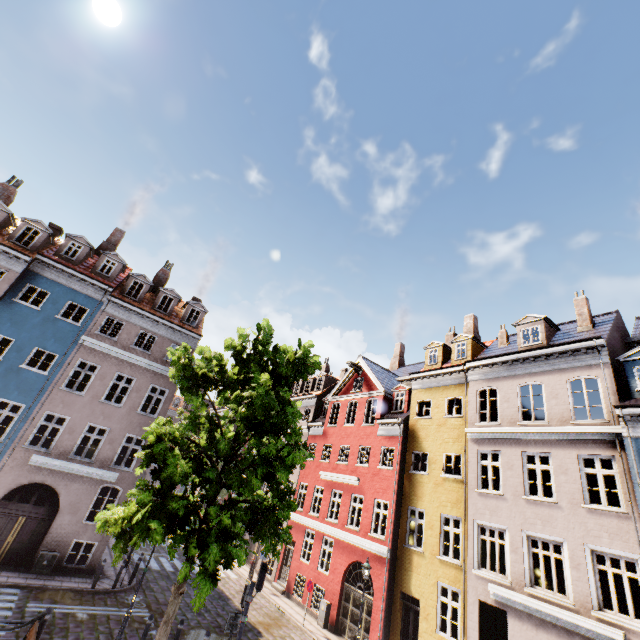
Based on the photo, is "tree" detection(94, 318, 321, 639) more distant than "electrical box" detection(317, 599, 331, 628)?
No

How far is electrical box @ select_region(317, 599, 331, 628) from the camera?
16.9 meters

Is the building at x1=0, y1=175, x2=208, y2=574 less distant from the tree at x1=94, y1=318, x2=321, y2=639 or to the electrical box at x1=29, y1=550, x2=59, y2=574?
the electrical box at x1=29, y1=550, x2=59, y2=574

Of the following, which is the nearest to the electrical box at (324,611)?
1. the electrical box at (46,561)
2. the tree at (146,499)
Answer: the tree at (146,499)

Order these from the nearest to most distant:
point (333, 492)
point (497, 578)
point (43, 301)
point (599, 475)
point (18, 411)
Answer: point (599, 475), point (497, 578), point (43, 301), point (18, 411), point (333, 492)

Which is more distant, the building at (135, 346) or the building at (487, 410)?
the building at (135, 346)

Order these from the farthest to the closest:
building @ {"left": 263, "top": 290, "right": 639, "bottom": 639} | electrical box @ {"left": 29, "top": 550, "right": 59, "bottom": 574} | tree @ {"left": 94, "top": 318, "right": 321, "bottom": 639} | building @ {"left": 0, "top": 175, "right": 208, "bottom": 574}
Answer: building @ {"left": 0, "top": 175, "right": 208, "bottom": 574} → electrical box @ {"left": 29, "top": 550, "right": 59, "bottom": 574} → building @ {"left": 263, "top": 290, "right": 639, "bottom": 639} → tree @ {"left": 94, "top": 318, "right": 321, "bottom": 639}

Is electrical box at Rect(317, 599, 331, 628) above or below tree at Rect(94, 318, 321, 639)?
below
